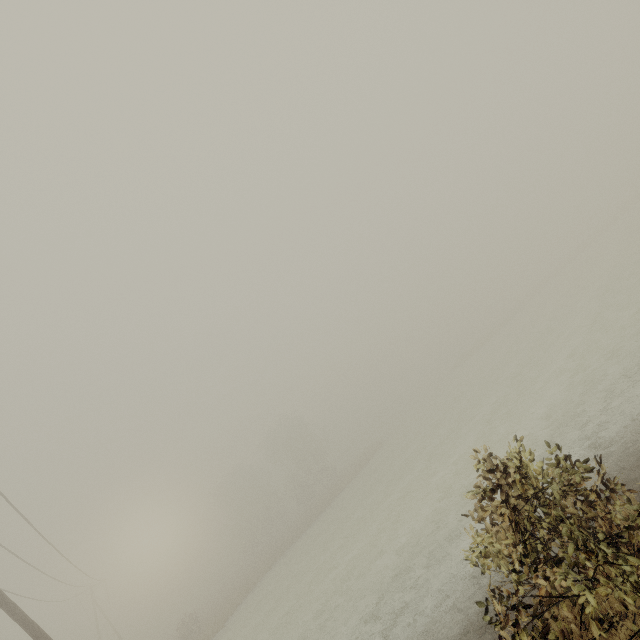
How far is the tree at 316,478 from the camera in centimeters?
5056cm

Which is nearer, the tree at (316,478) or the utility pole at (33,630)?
the utility pole at (33,630)

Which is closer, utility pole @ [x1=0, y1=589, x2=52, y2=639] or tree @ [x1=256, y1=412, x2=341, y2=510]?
utility pole @ [x1=0, y1=589, x2=52, y2=639]

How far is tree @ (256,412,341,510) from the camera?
50.6m

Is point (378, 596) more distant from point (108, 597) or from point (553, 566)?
point (108, 597)
